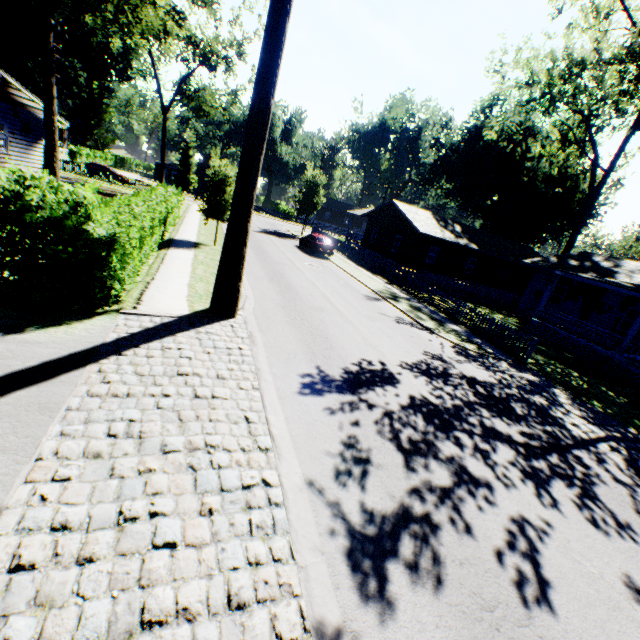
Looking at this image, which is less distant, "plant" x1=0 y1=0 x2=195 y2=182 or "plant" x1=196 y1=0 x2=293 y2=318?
"plant" x1=196 y1=0 x2=293 y2=318

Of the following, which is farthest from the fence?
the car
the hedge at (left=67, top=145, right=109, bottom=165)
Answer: the hedge at (left=67, top=145, right=109, bottom=165)

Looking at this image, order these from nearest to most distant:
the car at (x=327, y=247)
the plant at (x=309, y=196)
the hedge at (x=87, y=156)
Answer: the car at (x=327, y=247)
the plant at (x=309, y=196)
the hedge at (x=87, y=156)

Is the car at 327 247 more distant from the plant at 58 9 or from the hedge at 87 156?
the hedge at 87 156

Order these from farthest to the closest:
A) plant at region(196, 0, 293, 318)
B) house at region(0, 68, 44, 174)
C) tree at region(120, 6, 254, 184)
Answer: tree at region(120, 6, 254, 184) < house at region(0, 68, 44, 174) < plant at region(196, 0, 293, 318)

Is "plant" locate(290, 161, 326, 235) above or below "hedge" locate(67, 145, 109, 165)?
above

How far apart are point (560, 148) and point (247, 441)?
58.3 meters

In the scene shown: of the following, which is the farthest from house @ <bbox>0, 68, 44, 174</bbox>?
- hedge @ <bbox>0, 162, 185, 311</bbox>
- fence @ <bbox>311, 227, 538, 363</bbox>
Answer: fence @ <bbox>311, 227, 538, 363</bbox>
